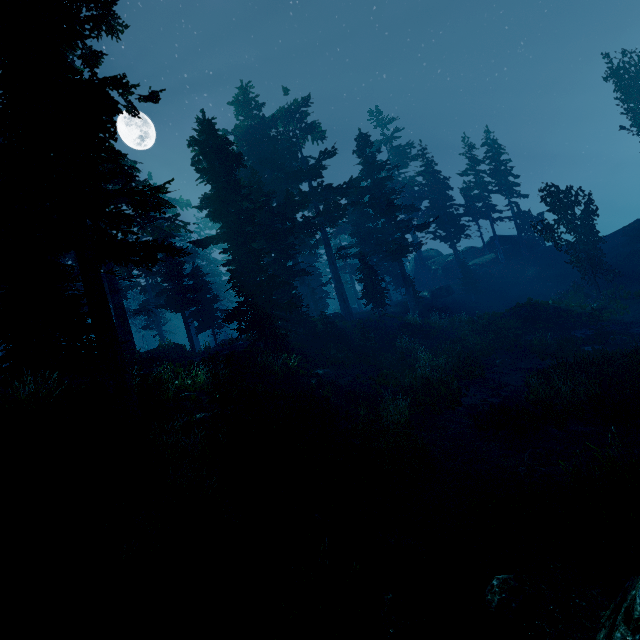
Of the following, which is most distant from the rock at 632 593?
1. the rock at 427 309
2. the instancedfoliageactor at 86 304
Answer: the rock at 427 309

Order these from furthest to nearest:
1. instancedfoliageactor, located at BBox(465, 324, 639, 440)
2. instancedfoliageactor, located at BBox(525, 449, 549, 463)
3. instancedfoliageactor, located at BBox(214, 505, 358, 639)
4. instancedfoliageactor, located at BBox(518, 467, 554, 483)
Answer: instancedfoliageactor, located at BBox(465, 324, 639, 440), instancedfoliageactor, located at BBox(525, 449, 549, 463), instancedfoliageactor, located at BBox(518, 467, 554, 483), instancedfoliageactor, located at BBox(214, 505, 358, 639)

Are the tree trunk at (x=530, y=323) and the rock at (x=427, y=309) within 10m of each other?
yes

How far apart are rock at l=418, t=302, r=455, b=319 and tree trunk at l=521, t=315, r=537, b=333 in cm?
771

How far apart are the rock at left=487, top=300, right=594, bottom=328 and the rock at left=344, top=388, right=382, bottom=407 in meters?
16.9

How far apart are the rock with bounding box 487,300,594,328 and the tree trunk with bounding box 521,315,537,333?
0.5 meters

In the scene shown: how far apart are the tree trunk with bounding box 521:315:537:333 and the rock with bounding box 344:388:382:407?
16.11m

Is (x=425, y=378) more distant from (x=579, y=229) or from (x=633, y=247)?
(x=633, y=247)
